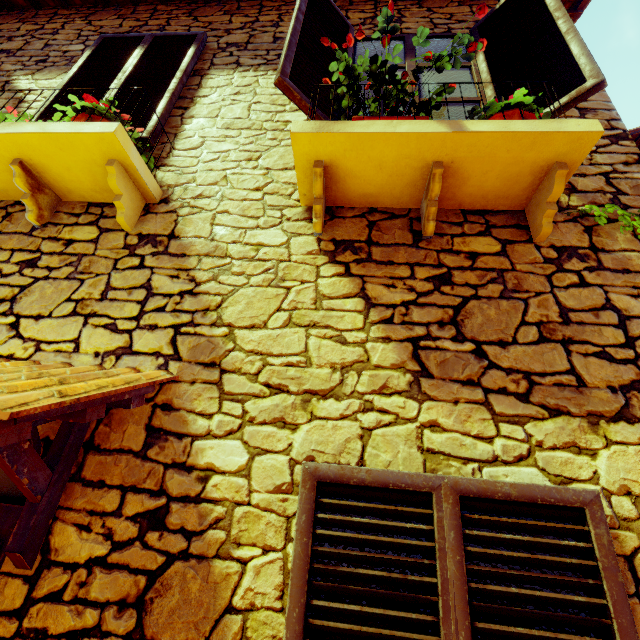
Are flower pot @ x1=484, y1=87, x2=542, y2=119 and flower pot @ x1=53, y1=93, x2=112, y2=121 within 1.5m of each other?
no

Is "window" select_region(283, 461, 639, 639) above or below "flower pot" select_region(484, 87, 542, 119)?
below

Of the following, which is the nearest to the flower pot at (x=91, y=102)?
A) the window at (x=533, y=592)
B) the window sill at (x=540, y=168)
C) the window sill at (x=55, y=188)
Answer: the window sill at (x=55, y=188)

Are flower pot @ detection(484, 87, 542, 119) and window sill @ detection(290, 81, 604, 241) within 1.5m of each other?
yes

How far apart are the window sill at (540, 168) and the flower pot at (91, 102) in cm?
113

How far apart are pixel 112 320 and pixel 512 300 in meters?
2.2 m

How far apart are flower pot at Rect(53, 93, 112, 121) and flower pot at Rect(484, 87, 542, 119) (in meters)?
2.13

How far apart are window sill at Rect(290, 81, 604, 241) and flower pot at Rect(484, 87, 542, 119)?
0.0m
